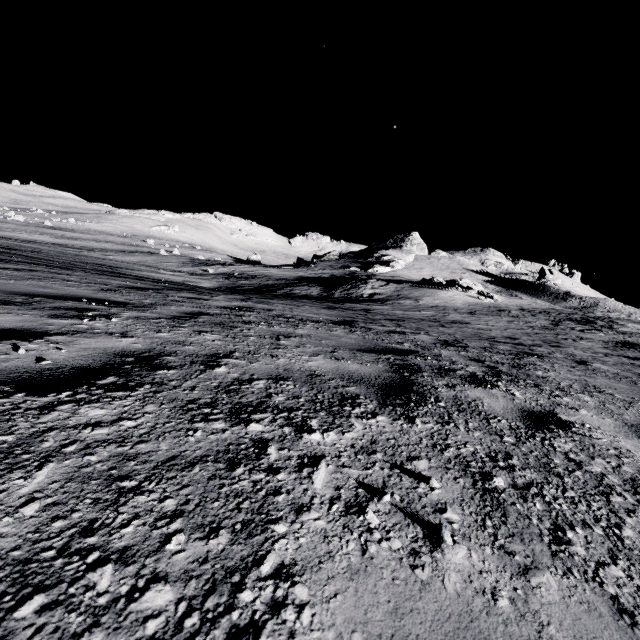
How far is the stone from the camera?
54.6 meters

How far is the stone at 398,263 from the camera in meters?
54.6

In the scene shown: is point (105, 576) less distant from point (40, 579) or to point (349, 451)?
point (40, 579)
